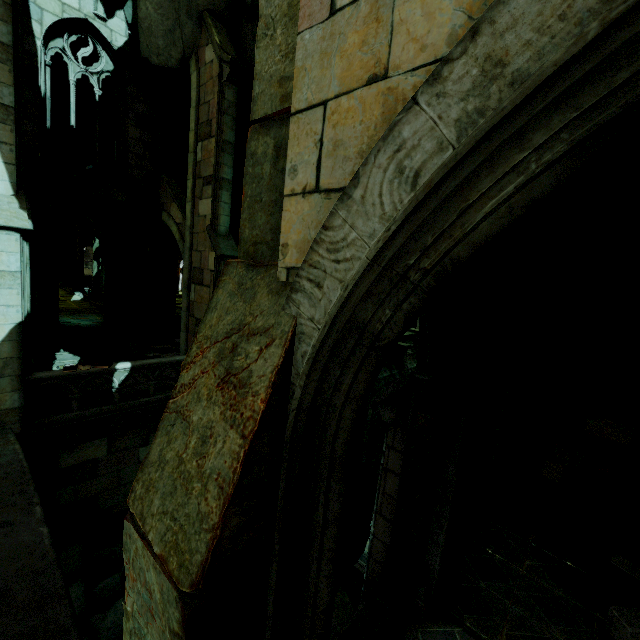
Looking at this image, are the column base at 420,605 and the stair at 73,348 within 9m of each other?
no

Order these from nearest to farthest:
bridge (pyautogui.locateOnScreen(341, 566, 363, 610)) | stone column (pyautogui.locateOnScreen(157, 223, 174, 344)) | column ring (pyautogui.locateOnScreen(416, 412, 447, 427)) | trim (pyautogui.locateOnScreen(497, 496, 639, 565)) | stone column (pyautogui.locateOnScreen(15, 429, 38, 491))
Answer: column ring (pyautogui.locateOnScreen(416, 412, 447, 427)) → trim (pyautogui.locateOnScreen(497, 496, 639, 565)) → stone column (pyautogui.locateOnScreen(15, 429, 38, 491)) → bridge (pyautogui.locateOnScreen(341, 566, 363, 610)) → stone column (pyautogui.locateOnScreen(157, 223, 174, 344))

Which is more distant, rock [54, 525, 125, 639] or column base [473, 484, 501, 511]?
rock [54, 525, 125, 639]

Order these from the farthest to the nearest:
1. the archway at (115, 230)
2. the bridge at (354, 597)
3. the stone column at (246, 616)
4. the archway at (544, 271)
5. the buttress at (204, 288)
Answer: the bridge at (354, 597), the archway at (115, 230), the buttress at (204, 288), the archway at (544, 271), the stone column at (246, 616)

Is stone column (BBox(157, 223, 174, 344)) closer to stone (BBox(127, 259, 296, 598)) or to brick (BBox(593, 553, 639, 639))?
stone (BBox(127, 259, 296, 598))

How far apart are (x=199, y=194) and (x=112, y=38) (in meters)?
7.31

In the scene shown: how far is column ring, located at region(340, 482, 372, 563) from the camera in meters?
1.9

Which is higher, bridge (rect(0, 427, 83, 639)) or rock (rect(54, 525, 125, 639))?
bridge (rect(0, 427, 83, 639))
